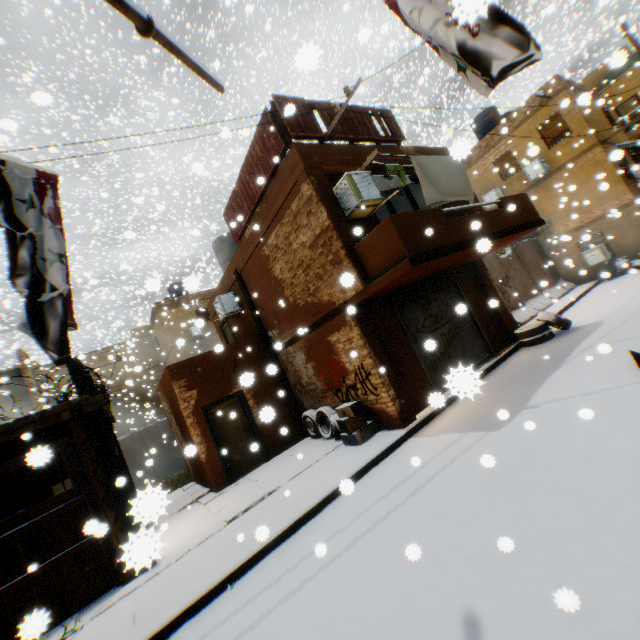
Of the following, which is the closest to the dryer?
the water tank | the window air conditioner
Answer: the water tank

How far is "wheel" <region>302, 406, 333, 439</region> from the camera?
9.5 meters

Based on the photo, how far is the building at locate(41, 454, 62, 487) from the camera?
3.13m

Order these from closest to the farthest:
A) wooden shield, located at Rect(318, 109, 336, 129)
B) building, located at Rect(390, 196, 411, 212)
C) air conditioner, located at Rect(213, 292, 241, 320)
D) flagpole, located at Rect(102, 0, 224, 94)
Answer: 1. flagpole, located at Rect(102, 0, 224, 94)
2. wooden shield, located at Rect(318, 109, 336, 129)
3. building, located at Rect(390, 196, 411, 212)
4. air conditioner, located at Rect(213, 292, 241, 320)

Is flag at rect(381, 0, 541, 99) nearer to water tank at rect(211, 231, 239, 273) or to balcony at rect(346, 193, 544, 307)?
balcony at rect(346, 193, 544, 307)

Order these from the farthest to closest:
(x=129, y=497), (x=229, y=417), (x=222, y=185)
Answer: (x=222, y=185), (x=229, y=417), (x=129, y=497)

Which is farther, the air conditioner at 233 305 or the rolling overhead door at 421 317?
the air conditioner at 233 305

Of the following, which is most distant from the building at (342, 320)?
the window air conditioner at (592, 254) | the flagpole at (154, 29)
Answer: the window air conditioner at (592, 254)
